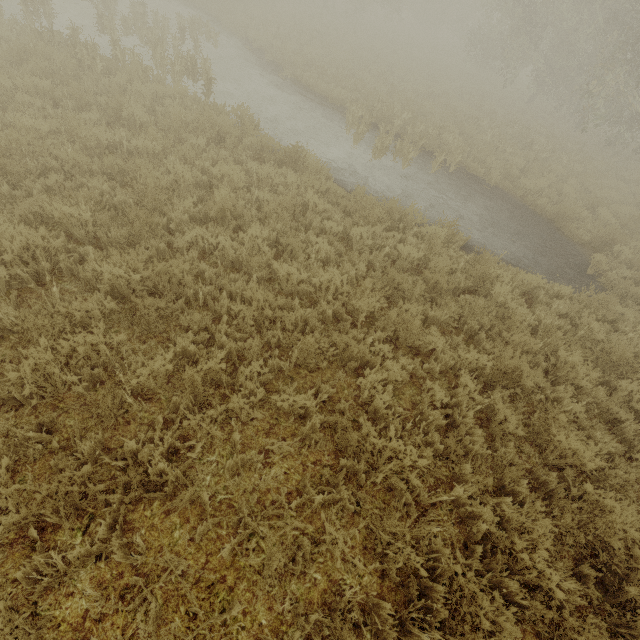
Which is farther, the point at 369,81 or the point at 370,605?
the point at 369,81
